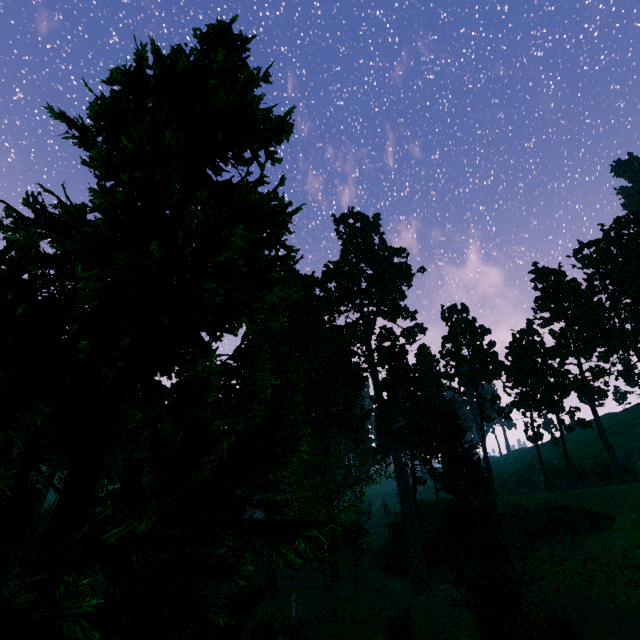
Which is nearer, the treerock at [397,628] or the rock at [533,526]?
the treerock at [397,628]

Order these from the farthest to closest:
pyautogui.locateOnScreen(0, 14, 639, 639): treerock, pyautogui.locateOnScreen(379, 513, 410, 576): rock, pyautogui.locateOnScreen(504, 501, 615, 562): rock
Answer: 1. pyautogui.locateOnScreen(379, 513, 410, 576): rock
2. pyautogui.locateOnScreen(504, 501, 615, 562): rock
3. pyautogui.locateOnScreen(0, 14, 639, 639): treerock

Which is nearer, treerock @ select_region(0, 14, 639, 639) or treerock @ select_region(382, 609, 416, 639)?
treerock @ select_region(0, 14, 639, 639)

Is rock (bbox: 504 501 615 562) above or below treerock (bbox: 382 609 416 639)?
above

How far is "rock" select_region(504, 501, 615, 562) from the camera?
30.5 meters

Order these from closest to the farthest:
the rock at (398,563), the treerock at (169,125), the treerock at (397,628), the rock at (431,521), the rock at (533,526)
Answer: the treerock at (169,125) → the treerock at (397,628) → the rock at (533,526) → the rock at (431,521) → the rock at (398,563)

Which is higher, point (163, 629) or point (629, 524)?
point (163, 629)
